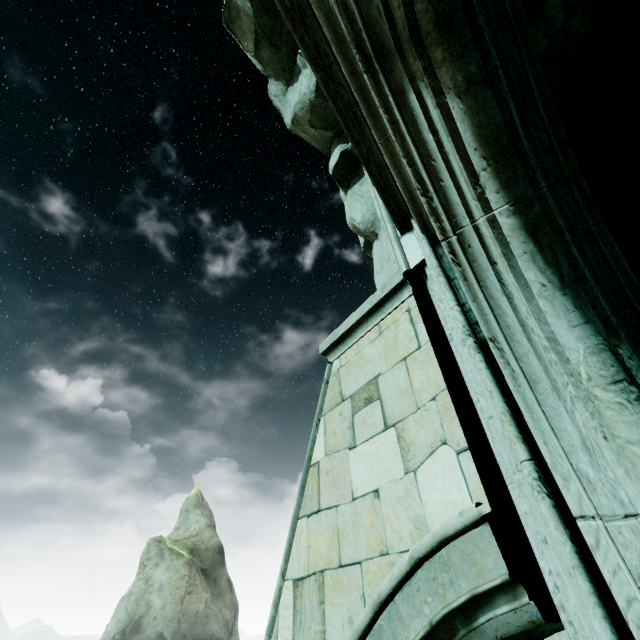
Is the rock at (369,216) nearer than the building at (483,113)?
No

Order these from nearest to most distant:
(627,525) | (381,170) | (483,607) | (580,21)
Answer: (627,525) < (483,607) < (580,21) < (381,170)

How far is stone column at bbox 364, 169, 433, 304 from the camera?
2.9m

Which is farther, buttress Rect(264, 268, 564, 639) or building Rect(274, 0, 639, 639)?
buttress Rect(264, 268, 564, 639)

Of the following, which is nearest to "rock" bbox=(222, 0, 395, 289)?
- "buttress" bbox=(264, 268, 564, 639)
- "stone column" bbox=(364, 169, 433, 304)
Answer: "stone column" bbox=(364, 169, 433, 304)

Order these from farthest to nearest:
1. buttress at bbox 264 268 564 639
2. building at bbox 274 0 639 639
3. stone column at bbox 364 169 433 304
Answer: stone column at bbox 364 169 433 304, buttress at bbox 264 268 564 639, building at bbox 274 0 639 639

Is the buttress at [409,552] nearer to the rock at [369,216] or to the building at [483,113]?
the building at [483,113]

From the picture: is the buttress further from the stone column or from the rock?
the rock
